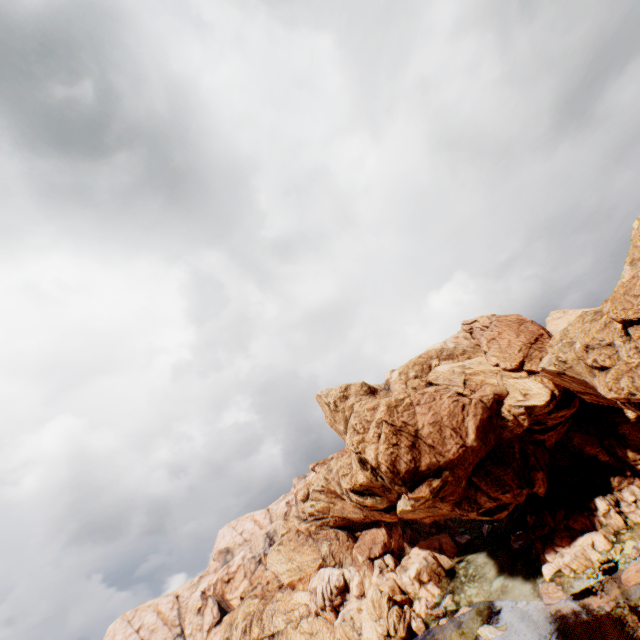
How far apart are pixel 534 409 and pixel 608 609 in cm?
2335

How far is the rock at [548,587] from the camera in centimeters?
4419cm

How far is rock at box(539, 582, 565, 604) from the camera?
44.19m

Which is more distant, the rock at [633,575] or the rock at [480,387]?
the rock at [633,575]

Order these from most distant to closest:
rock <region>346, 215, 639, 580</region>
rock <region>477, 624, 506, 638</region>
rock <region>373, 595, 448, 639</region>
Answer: rock <region>373, 595, 448, 639</region> < rock <region>477, 624, 506, 638</region> < rock <region>346, 215, 639, 580</region>

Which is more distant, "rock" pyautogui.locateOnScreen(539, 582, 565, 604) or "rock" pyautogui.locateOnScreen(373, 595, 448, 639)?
"rock" pyautogui.locateOnScreen(373, 595, 448, 639)
